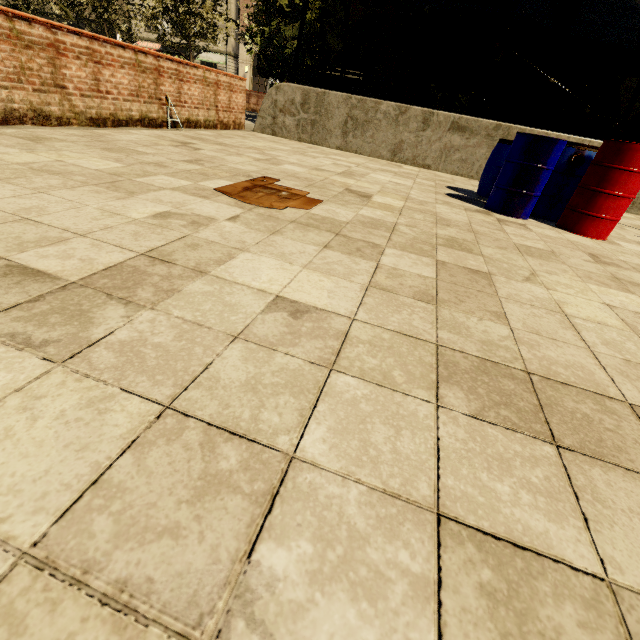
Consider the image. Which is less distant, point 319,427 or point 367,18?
point 319,427

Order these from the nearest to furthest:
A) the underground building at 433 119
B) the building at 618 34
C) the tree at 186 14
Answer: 1. the underground building at 433 119
2. the tree at 186 14
3. the building at 618 34

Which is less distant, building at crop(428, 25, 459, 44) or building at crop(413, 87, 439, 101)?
building at crop(428, 25, 459, 44)

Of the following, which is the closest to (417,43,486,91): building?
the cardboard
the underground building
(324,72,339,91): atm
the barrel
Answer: (324,72,339,91): atm

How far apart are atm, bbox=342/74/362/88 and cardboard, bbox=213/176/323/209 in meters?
21.4 m

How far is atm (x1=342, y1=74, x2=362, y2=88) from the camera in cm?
2067

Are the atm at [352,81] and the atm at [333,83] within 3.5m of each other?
yes

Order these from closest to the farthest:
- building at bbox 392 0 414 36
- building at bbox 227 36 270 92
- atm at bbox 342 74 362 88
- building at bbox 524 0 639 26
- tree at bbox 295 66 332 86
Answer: tree at bbox 295 66 332 86, atm at bbox 342 74 362 88, building at bbox 524 0 639 26, building at bbox 392 0 414 36, building at bbox 227 36 270 92
